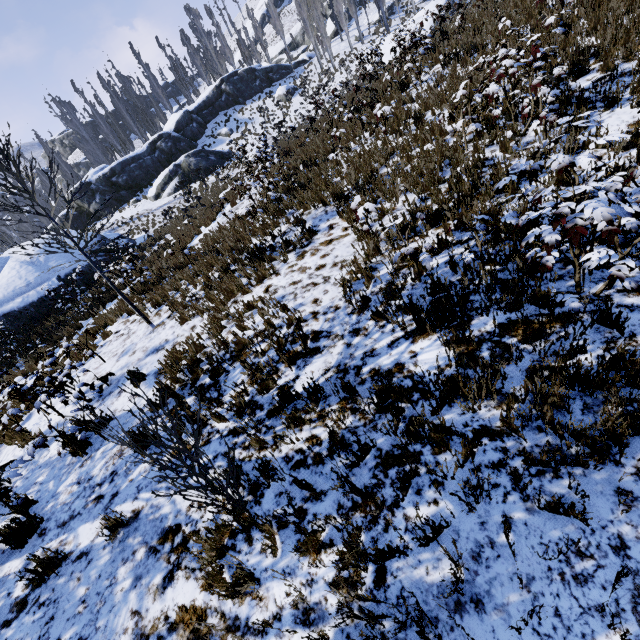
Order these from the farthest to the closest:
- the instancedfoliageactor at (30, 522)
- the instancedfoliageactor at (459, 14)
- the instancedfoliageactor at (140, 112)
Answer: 1. the instancedfoliageactor at (140, 112)
2. the instancedfoliageactor at (459, 14)
3. the instancedfoliageactor at (30, 522)

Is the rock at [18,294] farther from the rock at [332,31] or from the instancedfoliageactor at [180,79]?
the rock at [332,31]

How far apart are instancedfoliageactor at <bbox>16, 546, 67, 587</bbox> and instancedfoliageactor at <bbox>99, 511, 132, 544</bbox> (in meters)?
0.70

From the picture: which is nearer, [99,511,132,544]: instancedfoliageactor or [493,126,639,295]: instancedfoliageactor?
[493,126,639,295]: instancedfoliageactor

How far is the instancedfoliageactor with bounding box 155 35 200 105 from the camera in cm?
4372

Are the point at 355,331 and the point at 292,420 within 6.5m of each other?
yes

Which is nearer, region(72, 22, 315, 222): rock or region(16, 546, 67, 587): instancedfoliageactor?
region(16, 546, 67, 587): instancedfoliageactor

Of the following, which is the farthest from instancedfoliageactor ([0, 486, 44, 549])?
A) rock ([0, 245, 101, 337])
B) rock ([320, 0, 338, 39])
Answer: rock ([0, 245, 101, 337])
